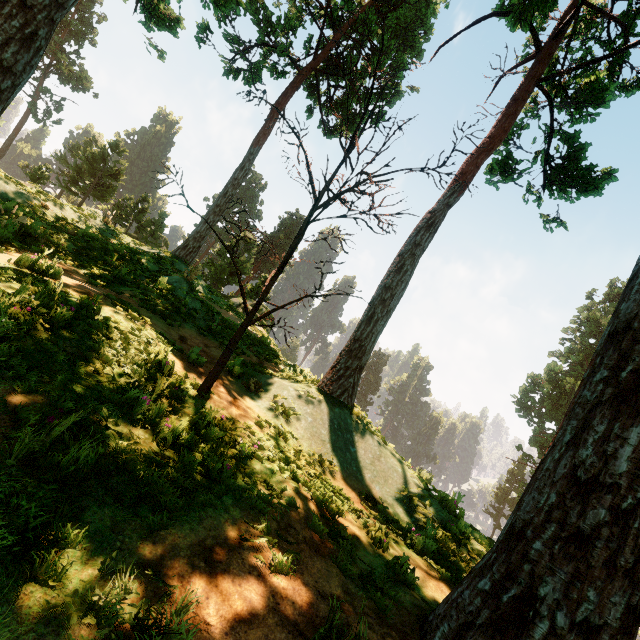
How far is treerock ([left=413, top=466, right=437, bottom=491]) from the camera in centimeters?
796cm

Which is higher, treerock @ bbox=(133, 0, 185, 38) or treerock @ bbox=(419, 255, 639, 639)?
treerock @ bbox=(133, 0, 185, 38)

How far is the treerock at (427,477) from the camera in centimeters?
796cm

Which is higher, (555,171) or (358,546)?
(555,171)

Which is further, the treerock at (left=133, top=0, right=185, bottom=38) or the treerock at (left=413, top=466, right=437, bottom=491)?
the treerock at (left=133, top=0, right=185, bottom=38)

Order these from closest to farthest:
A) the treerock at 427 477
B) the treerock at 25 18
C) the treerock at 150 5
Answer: the treerock at 25 18 < the treerock at 427 477 < the treerock at 150 5
